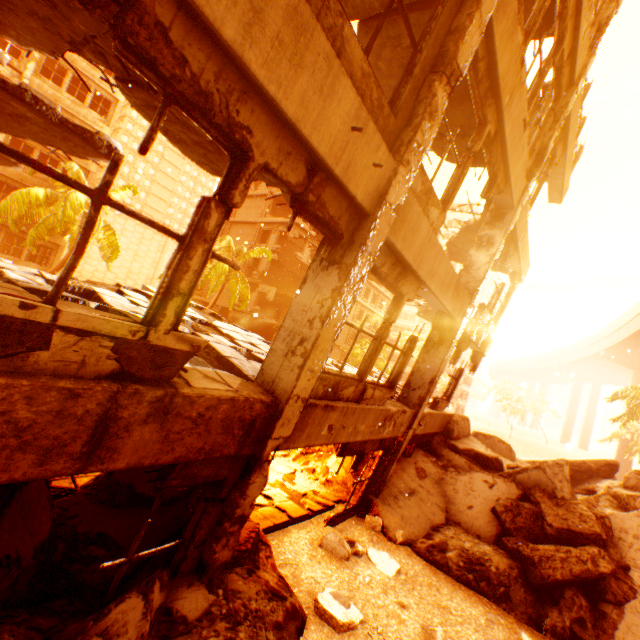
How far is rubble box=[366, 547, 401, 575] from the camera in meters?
5.9

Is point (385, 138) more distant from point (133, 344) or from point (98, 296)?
point (98, 296)

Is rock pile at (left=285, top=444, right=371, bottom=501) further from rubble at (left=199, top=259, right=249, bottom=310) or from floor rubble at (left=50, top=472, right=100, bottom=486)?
rubble at (left=199, top=259, right=249, bottom=310)

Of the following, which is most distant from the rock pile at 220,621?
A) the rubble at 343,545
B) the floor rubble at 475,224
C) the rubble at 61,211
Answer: the floor rubble at 475,224

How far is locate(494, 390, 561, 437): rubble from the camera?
51.5m

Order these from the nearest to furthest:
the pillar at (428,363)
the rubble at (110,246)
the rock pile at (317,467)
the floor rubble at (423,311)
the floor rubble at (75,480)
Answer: the floor rubble at (75,480) < the pillar at (428,363) < the rock pile at (317,467) < the floor rubble at (423,311) < the rubble at (110,246)

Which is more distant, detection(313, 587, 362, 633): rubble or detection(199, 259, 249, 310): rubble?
detection(199, 259, 249, 310): rubble

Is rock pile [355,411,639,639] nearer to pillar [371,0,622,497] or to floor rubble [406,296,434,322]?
pillar [371,0,622,497]
